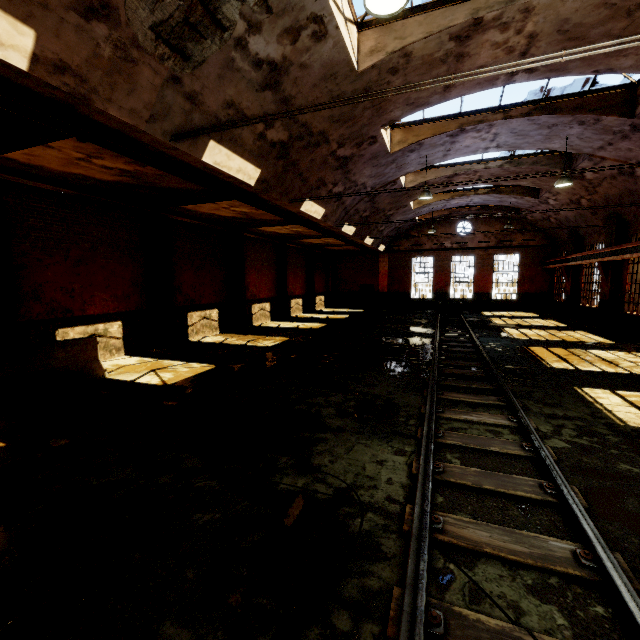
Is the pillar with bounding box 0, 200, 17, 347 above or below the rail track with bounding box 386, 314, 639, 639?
above

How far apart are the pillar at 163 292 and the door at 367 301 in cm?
1989

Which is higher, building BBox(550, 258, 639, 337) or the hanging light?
the hanging light

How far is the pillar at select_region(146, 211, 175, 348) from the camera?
11.6 meters

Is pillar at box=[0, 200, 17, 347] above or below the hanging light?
below

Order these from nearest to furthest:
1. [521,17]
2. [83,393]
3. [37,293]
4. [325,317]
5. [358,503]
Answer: [358,503] → [521,17] → [83,393] → [37,293] → [325,317]

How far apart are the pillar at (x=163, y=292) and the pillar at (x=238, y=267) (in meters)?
4.22

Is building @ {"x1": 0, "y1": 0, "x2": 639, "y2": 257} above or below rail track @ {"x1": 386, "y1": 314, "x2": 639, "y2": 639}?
above
